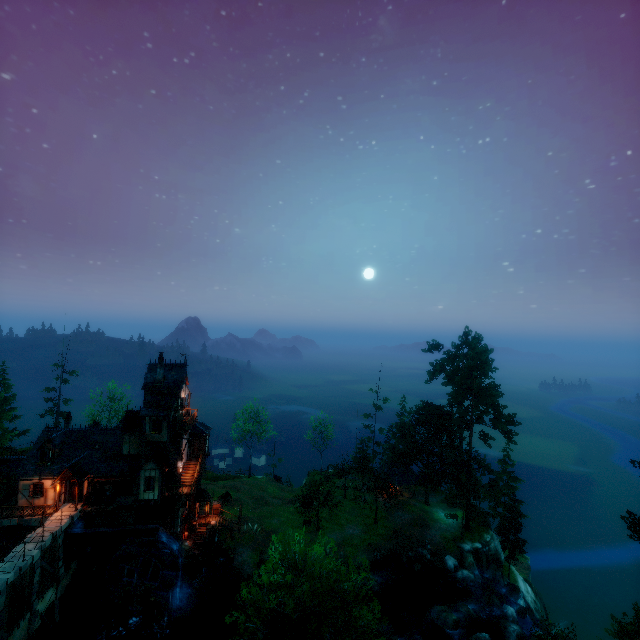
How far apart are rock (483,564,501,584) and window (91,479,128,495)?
41.0 meters

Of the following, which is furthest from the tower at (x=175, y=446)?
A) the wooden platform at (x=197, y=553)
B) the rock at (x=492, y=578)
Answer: the rock at (x=492, y=578)

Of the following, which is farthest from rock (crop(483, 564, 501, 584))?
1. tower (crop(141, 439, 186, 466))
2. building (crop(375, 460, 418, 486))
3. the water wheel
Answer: tower (crop(141, 439, 186, 466))

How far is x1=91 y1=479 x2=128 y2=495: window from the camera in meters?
32.0

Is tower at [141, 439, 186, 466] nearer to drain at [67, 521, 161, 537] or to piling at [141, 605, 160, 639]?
drain at [67, 521, 161, 537]

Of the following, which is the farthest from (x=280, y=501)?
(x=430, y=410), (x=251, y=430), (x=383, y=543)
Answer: (x=430, y=410)

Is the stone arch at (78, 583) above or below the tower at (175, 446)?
below

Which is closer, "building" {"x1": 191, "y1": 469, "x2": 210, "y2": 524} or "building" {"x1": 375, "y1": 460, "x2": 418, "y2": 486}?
"building" {"x1": 191, "y1": 469, "x2": 210, "y2": 524}
